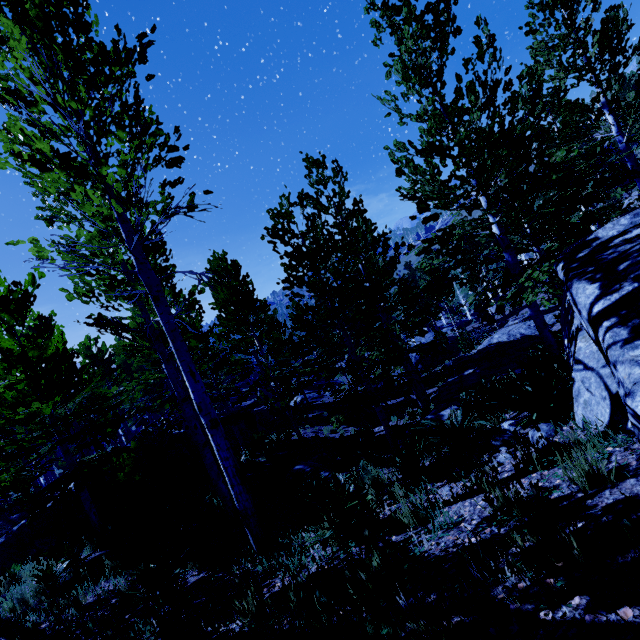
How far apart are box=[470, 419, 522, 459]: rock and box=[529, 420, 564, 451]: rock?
0.20m

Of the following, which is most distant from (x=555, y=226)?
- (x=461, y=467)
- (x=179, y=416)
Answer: (x=179, y=416)

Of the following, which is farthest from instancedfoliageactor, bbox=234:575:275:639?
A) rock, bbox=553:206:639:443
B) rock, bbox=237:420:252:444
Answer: rock, bbox=237:420:252:444

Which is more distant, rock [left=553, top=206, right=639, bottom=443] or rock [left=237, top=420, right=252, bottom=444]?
rock [left=237, top=420, right=252, bottom=444]

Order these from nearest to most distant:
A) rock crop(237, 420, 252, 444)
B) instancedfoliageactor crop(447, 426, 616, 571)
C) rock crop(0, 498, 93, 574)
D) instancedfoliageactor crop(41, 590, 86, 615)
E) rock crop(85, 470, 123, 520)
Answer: instancedfoliageactor crop(447, 426, 616, 571), instancedfoliageactor crop(41, 590, 86, 615), rock crop(0, 498, 93, 574), rock crop(85, 470, 123, 520), rock crop(237, 420, 252, 444)

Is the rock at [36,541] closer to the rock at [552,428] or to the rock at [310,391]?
the rock at [310,391]

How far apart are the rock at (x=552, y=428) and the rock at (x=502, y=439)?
0.2 meters

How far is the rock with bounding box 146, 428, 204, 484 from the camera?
16.1 meters
